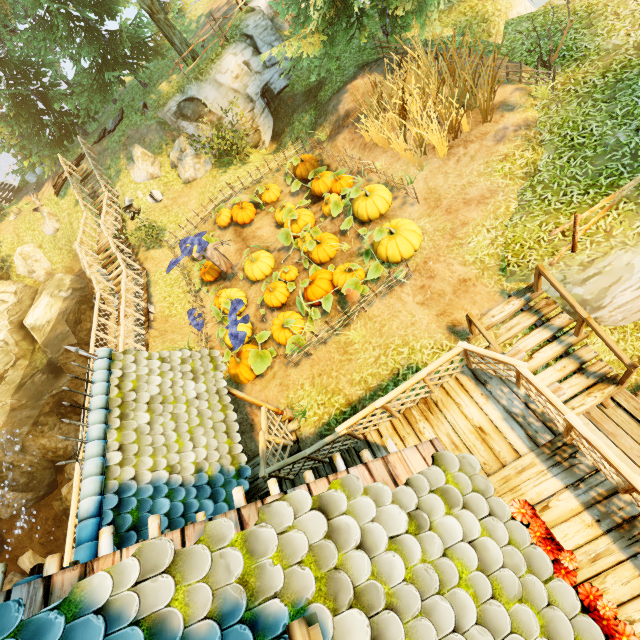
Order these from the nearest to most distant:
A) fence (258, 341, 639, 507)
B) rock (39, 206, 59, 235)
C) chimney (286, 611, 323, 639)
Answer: chimney (286, 611, 323, 639)
fence (258, 341, 639, 507)
rock (39, 206, 59, 235)

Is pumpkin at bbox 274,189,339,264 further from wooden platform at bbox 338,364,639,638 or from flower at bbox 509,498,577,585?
flower at bbox 509,498,577,585

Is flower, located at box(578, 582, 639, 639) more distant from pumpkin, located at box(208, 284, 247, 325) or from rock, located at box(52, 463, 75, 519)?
rock, located at box(52, 463, 75, 519)

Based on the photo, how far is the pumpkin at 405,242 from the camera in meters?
8.2 m

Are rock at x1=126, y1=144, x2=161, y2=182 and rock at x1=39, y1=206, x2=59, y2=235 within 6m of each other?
no

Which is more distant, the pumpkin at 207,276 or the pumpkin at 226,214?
the pumpkin at 226,214

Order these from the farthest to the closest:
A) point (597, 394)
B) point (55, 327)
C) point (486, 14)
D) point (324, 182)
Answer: point (55, 327)
point (324, 182)
point (486, 14)
point (597, 394)

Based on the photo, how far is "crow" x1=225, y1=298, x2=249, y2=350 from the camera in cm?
979
